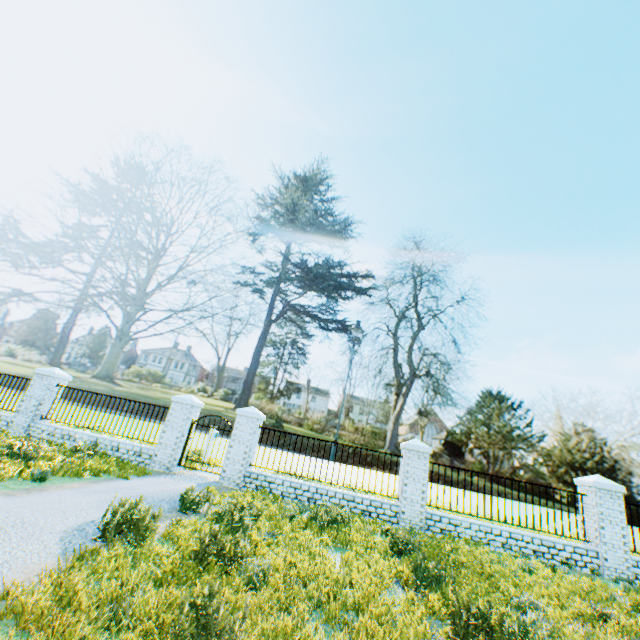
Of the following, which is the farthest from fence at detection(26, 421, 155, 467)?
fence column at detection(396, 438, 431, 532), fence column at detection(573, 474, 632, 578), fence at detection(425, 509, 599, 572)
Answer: fence column at detection(573, 474, 632, 578)

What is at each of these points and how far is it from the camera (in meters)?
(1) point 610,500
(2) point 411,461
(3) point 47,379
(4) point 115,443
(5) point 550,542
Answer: (1) fence column, 9.16
(2) fence column, 9.91
(3) fence column, 11.85
(4) fence, 10.88
(5) fence, 8.96

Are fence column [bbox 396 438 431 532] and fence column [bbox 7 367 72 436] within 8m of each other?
no

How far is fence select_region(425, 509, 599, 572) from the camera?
8.8 meters

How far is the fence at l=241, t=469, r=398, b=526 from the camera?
9.54m

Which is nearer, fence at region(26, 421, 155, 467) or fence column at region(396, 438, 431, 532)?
fence column at region(396, 438, 431, 532)

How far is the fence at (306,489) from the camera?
9.5m

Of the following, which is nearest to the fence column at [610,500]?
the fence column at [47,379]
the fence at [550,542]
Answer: the fence at [550,542]
